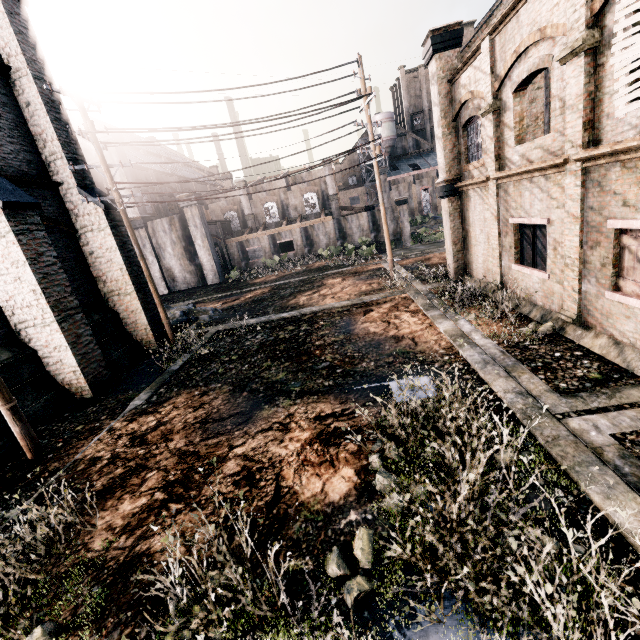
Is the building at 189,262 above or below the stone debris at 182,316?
above

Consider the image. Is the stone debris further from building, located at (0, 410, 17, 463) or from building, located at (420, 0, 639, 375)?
building, located at (420, 0, 639, 375)

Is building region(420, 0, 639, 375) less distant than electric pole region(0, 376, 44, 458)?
Yes

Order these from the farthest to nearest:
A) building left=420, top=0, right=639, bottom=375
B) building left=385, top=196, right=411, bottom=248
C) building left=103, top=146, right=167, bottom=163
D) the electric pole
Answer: building left=385, top=196, right=411, bottom=248
building left=103, top=146, right=167, bottom=163
the electric pole
building left=420, top=0, right=639, bottom=375

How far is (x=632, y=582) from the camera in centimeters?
377cm

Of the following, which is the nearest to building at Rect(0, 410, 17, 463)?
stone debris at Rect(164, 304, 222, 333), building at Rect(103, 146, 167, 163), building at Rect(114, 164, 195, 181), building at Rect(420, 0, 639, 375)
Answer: stone debris at Rect(164, 304, 222, 333)

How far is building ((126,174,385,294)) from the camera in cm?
3650

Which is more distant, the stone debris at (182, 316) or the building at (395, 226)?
the building at (395, 226)
